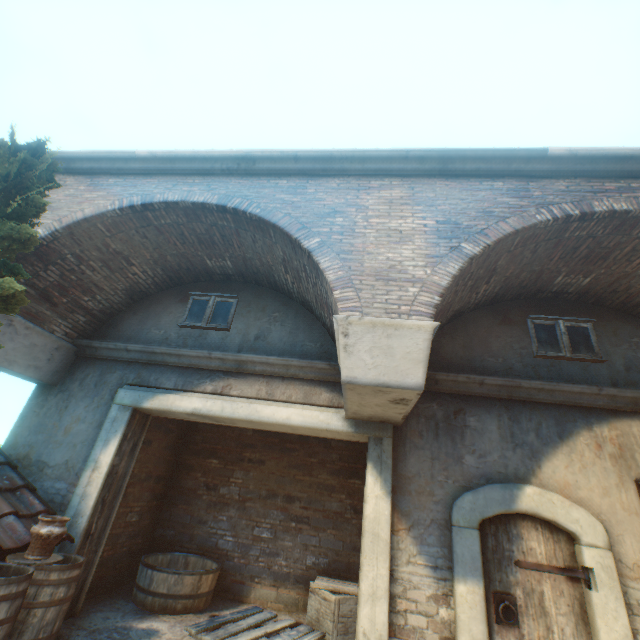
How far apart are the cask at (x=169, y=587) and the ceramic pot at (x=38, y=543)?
2.0m

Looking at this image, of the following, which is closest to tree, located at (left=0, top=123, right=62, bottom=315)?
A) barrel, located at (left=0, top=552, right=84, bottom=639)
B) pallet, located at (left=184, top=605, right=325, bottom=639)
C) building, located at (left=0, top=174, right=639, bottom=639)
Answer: building, located at (left=0, top=174, right=639, bottom=639)

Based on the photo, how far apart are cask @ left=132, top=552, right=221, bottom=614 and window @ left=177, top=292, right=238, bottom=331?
4.0 meters

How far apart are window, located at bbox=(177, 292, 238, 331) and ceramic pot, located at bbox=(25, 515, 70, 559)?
3.1m

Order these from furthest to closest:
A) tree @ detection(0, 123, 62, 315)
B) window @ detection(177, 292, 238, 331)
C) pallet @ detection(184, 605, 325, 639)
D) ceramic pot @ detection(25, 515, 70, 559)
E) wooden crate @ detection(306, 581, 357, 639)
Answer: window @ detection(177, 292, 238, 331), wooden crate @ detection(306, 581, 357, 639), pallet @ detection(184, 605, 325, 639), ceramic pot @ detection(25, 515, 70, 559), tree @ detection(0, 123, 62, 315)

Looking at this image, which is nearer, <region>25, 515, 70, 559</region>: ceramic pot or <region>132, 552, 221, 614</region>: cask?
<region>25, 515, 70, 559</region>: ceramic pot

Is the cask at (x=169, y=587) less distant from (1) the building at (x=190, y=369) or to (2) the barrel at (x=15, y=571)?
(2) the barrel at (x=15, y=571)

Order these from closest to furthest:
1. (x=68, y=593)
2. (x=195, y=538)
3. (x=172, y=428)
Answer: (x=68, y=593)
(x=195, y=538)
(x=172, y=428)
